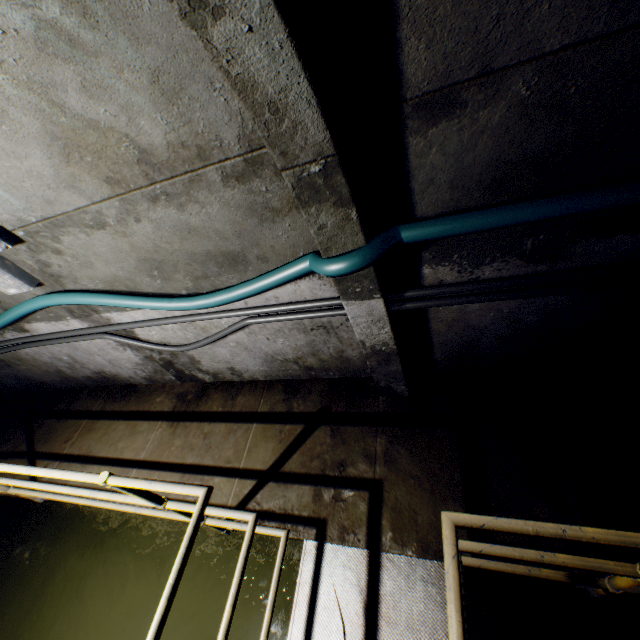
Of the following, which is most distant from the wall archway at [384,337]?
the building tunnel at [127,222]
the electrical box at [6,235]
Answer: the electrical box at [6,235]

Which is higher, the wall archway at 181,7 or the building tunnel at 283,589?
the wall archway at 181,7

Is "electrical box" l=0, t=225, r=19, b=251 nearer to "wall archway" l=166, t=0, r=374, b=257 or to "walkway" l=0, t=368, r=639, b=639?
"walkway" l=0, t=368, r=639, b=639

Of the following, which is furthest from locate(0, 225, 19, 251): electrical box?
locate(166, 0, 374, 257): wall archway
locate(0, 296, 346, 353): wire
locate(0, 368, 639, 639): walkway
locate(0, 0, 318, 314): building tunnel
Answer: locate(166, 0, 374, 257): wall archway

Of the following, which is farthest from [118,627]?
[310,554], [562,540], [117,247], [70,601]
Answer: [562,540]

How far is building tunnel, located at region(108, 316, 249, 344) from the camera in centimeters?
288cm

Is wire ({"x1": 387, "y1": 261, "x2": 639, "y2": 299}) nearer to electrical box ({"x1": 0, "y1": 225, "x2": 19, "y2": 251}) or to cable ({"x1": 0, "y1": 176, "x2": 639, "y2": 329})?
cable ({"x1": 0, "y1": 176, "x2": 639, "y2": 329})

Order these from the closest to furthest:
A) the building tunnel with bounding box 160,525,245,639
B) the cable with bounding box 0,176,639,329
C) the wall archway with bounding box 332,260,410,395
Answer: the cable with bounding box 0,176,639,329 < the wall archway with bounding box 332,260,410,395 < the building tunnel with bounding box 160,525,245,639
